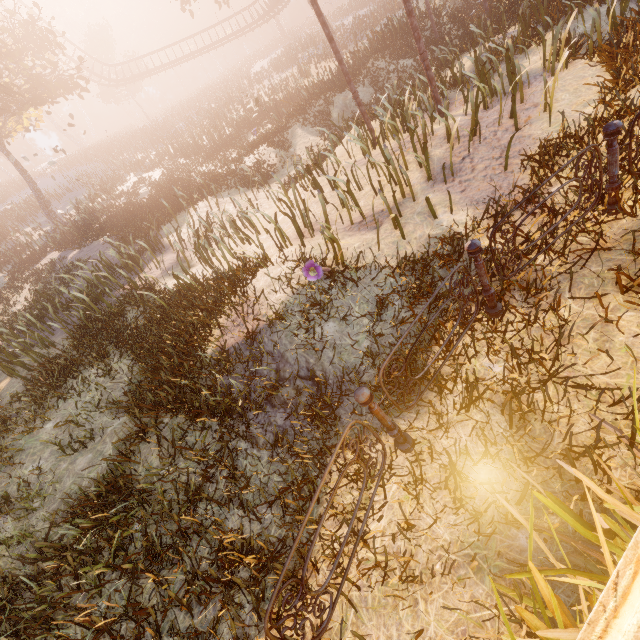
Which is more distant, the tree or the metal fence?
the tree

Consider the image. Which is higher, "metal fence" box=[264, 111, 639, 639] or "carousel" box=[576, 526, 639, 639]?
"carousel" box=[576, 526, 639, 639]

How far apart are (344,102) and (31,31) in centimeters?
1659cm

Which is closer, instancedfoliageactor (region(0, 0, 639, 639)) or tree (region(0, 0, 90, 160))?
instancedfoliageactor (region(0, 0, 639, 639))

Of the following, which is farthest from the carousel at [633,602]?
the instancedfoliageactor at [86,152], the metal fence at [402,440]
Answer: the metal fence at [402,440]

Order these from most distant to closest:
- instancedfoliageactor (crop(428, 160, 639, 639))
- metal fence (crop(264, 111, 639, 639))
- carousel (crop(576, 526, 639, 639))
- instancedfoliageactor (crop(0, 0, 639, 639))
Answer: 1. instancedfoliageactor (crop(0, 0, 639, 639))
2. metal fence (crop(264, 111, 639, 639))
3. instancedfoliageactor (crop(428, 160, 639, 639))
4. carousel (crop(576, 526, 639, 639))

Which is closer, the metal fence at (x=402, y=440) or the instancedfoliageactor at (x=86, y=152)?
the metal fence at (x=402, y=440)

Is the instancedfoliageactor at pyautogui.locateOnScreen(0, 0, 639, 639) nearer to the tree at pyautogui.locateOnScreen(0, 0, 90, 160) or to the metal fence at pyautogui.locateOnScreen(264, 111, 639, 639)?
the metal fence at pyautogui.locateOnScreen(264, 111, 639, 639)
